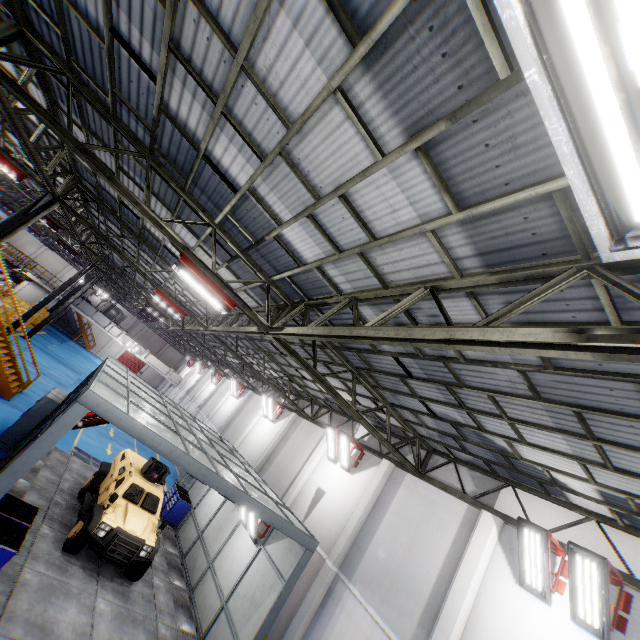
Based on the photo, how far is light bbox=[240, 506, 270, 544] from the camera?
11.2m

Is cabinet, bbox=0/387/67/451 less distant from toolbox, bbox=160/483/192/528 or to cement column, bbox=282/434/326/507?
toolbox, bbox=160/483/192/528

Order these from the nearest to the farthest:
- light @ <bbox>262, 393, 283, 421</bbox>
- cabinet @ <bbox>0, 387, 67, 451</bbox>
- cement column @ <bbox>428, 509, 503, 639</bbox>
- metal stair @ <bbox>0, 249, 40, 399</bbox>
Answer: cement column @ <bbox>428, 509, 503, 639</bbox> < cabinet @ <bbox>0, 387, 67, 451</bbox> < metal stair @ <bbox>0, 249, 40, 399</bbox> < light @ <bbox>262, 393, 283, 421</bbox>

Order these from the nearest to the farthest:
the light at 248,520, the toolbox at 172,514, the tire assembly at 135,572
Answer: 1. the tire assembly at 135,572
2. the light at 248,520
3. the toolbox at 172,514

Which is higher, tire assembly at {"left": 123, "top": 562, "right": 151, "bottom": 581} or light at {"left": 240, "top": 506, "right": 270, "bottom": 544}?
light at {"left": 240, "top": 506, "right": 270, "bottom": 544}

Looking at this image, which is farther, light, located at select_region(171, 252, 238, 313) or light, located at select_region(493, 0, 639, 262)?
light, located at select_region(171, 252, 238, 313)

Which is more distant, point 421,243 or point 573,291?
point 421,243

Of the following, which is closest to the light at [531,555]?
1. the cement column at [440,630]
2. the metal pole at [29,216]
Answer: the cement column at [440,630]
